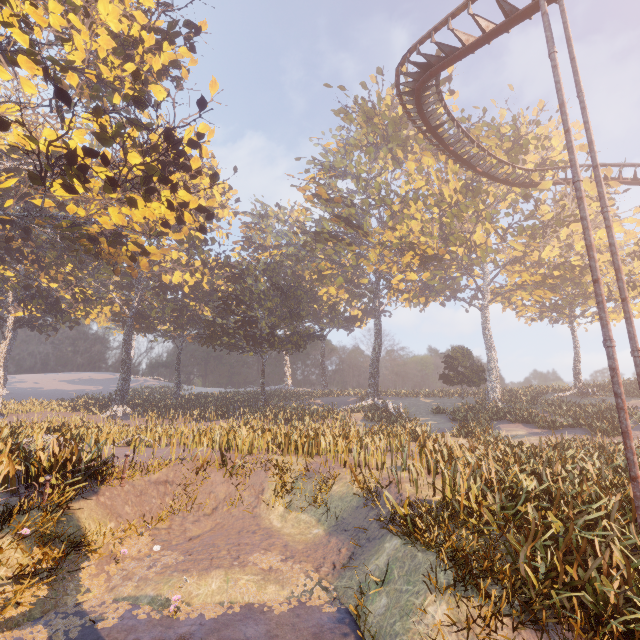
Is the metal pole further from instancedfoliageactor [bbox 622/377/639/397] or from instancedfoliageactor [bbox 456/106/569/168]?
instancedfoliageactor [bbox 622/377/639/397]

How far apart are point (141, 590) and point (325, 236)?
34.02m

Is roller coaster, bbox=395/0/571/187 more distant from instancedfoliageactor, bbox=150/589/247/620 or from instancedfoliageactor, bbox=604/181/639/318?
instancedfoliageactor, bbox=150/589/247/620

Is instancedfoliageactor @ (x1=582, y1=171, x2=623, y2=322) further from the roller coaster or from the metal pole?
the metal pole

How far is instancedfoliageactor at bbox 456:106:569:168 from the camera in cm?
3053

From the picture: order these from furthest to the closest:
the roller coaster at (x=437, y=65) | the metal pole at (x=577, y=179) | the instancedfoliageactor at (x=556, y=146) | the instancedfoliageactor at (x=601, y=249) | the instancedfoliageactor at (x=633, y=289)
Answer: the instancedfoliageactor at (x=556, y=146)
the instancedfoliageactor at (x=633, y=289)
the instancedfoliageactor at (x=601, y=249)
the roller coaster at (x=437, y=65)
the metal pole at (x=577, y=179)

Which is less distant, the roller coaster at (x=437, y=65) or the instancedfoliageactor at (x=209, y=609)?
the instancedfoliageactor at (x=209, y=609)

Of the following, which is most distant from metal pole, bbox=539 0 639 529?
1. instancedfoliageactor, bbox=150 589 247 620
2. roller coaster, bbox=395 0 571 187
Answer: instancedfoliageactor, bbox=150 589 247 620
